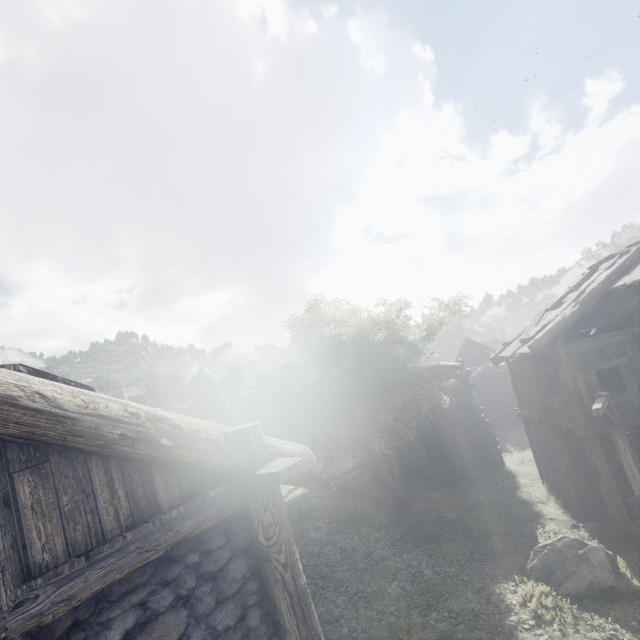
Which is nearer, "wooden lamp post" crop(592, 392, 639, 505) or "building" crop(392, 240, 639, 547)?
"wooden lamp post" crop(592, 392, 639, 505)

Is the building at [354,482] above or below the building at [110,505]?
below

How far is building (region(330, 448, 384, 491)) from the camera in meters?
19.9 m

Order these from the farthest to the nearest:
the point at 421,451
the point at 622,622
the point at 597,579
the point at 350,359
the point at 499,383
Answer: the point at 499,383
the point at 421,451
the point at 350,359
the point at 597,579
the point at 622,622

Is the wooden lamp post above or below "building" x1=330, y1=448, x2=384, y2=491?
above

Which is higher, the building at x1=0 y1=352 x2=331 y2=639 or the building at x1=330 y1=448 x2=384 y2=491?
the building at x1=0 y1=352 x2=331 y2=639

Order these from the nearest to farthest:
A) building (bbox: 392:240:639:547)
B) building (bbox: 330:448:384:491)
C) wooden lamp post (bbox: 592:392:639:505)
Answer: wooden lamp post (bbox: 592:392:639:505), building (bbox: 392:240:639:547), building (bbox: 330:448:384:491)

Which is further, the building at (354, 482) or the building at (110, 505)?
the building at (354, 482)
